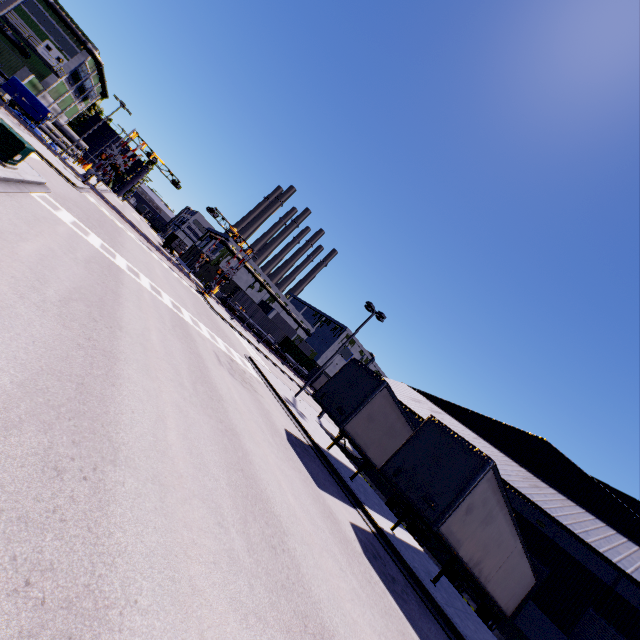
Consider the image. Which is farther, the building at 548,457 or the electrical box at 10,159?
the building at 548,457

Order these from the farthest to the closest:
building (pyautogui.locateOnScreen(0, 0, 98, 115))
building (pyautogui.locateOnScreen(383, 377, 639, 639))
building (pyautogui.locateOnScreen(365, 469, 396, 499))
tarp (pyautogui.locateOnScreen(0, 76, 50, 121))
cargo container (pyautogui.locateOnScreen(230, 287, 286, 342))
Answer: cargo container (pyautogui.locateOnScreen(230, 287, 286, 342)), building (pyautogui.locateOnScreen(0, 0, 98, 115)), tarp (pyautogui.locateOnScreen(0, 76, 50, 121)), building (pyautogui.locateOnScreen(365, 469, 396, 499)), building (pyautogui.locateOnScreen(383, 377, 639, 639))

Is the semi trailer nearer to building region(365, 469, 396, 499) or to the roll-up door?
building region(365, 469, 396, 499)

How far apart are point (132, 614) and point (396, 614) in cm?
708

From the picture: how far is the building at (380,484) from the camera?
26.1 meters

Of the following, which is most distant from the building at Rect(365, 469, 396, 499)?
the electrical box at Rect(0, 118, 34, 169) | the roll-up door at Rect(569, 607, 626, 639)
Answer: the electrical box at Rect(0, 118, 34, 169)

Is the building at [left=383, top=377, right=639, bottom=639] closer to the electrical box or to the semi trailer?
the semi trailer

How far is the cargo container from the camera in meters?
51.7
